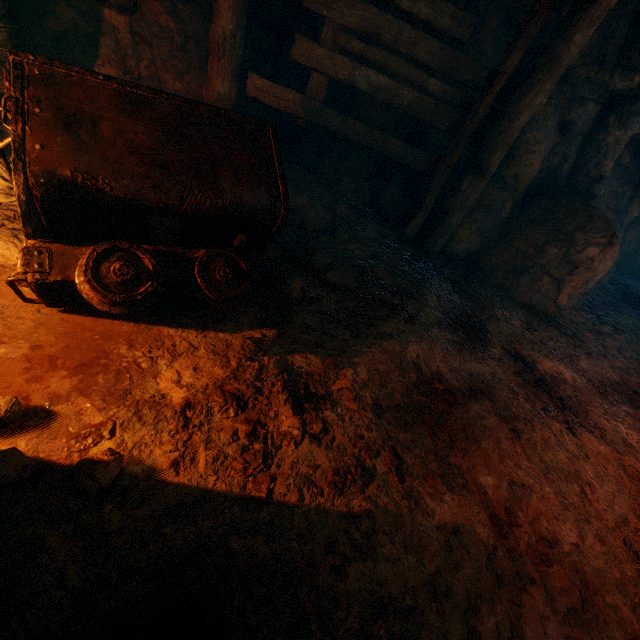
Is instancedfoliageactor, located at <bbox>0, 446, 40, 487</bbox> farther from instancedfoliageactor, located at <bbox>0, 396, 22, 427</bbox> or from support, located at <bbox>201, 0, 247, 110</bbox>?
support, located at <bbox>201, 0, 247, 110</bbox>

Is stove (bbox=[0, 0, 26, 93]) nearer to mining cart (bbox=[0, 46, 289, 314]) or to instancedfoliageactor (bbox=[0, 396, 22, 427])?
mining cart (bbox=[0, 46, 289, 314])

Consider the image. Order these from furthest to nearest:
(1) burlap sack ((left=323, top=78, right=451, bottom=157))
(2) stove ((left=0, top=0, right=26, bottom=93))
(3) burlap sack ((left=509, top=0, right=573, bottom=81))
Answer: (1) burlap sack ((left=323, top=78, right=451, bottom=157)) → (3) burlap sack ((left=509, top=0, right=573, bottom=81)) → (2) stove ((left=0, top=0, right=26, bottom=93))

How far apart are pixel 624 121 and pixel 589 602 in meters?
7.0 m

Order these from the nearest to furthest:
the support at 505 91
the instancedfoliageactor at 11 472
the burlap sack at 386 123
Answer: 1. the instancedfoliageactor at 11 472
2. the support at 505 91
3. the burlap sack at 386 123

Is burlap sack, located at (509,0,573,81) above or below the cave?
A: above

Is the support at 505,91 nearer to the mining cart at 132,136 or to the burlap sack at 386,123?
the burlap sack at 386,123

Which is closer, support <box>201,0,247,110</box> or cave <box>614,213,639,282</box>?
support <box>201,0,247,110</box>
